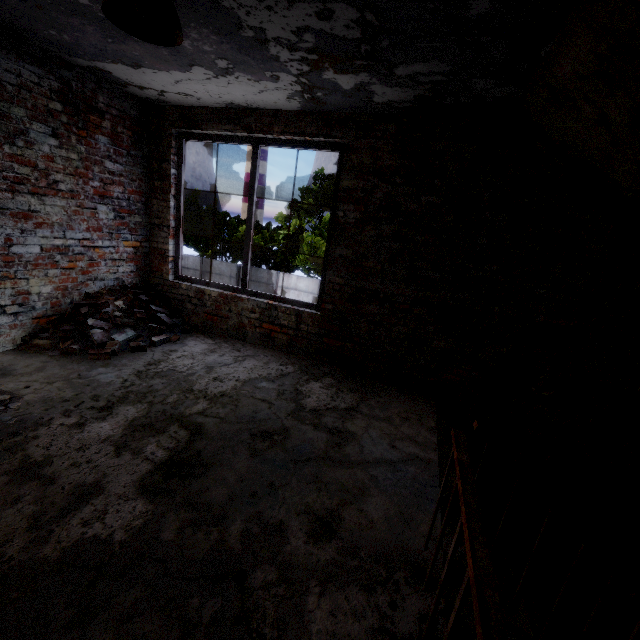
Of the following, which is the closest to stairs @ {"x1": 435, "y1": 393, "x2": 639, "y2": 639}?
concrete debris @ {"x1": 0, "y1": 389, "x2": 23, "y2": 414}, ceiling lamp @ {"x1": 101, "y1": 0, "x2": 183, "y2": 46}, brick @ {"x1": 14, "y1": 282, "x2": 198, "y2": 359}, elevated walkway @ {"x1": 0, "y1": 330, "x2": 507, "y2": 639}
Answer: elevated walkway @ {"x1": 0, "y1": 330, "x2": 507, "y2": 639}

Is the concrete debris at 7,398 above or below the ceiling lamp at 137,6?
below

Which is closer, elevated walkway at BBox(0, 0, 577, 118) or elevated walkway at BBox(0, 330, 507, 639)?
elevated walkway at BBox(0, 330, 507, 639)

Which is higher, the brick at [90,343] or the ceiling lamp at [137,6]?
the ceiling lamp at [137,6]

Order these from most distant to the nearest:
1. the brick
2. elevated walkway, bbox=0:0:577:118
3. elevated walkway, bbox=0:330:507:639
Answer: the brick → elevated walkway, bbox=0:0:577:118 → elevated walkway, bbox=0:330:507:639

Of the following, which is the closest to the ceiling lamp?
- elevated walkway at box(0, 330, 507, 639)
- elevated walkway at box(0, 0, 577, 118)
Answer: elevated walkway at box(0, 0, 577, 118)

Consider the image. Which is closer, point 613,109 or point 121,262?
point 613,109

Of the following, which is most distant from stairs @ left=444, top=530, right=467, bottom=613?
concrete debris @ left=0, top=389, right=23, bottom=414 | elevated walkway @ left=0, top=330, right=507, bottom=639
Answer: concrete debris @ left=0, top=389, right=23, bottom=414
